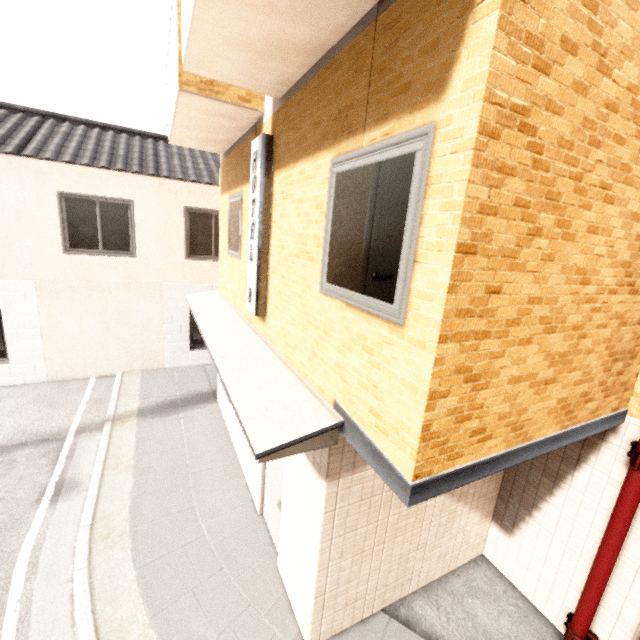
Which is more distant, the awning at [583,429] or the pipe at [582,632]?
the pipe at [582,632]

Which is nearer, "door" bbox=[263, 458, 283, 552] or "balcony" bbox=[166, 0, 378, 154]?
"balcony" bbox=[166, 0, 378, 154]

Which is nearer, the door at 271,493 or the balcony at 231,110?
the balcony at 231,110

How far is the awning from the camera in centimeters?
224cm

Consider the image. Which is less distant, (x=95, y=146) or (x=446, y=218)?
(x=446, y=218)

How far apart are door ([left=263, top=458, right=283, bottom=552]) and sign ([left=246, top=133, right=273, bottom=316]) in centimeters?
127cm

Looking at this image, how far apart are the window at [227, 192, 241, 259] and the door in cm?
257

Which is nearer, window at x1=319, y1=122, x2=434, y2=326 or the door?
window at x1=319, y1=122, x2=434, y2=326
